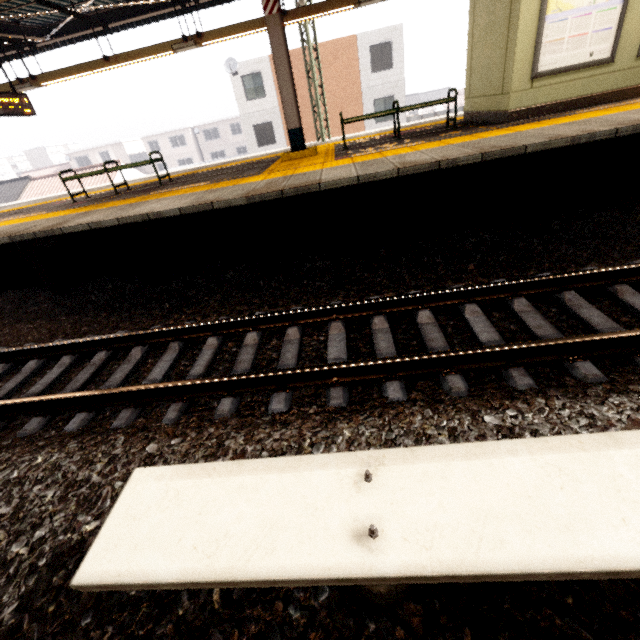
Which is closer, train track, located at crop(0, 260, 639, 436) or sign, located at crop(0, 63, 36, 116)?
train track, located at crop(0, 260, 639, 436)

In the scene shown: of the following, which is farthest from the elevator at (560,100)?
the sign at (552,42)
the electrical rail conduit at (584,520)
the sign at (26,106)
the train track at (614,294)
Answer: the sign at (26,106)

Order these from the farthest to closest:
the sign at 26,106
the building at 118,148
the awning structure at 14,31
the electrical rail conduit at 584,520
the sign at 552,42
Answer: the building at 118,148, the sign at 26,106, the awning structure at 14,31, the sign at 552,42, the electrical rail conduit at 584,520

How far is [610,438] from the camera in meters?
1.4

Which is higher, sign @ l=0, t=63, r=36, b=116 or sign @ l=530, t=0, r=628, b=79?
sign @ l=0, t=63, r=36, b=116

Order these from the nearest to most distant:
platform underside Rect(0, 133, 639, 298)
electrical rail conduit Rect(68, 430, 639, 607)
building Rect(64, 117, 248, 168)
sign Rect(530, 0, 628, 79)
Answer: electrical rail conduit Rect(68, 430, 639, 607) < platform underside Rect(0, 133, 639, 298) < sign Rect(530, 0, 628, 79) < building Rect(64, 117, 248, 168)

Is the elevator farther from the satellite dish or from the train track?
the satellite dish

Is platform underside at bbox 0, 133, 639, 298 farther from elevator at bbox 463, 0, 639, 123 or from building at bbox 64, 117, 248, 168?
building at bbox 64, 117, 248, 168
